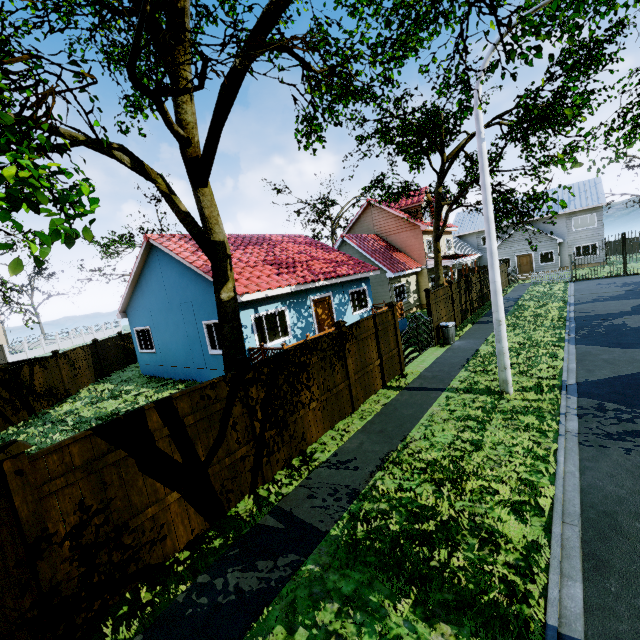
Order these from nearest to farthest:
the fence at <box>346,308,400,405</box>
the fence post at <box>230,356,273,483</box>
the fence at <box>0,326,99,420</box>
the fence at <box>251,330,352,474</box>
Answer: the fence post at <box>230,356,273,483</box> → the fence at <box>251,330,352,474</box> → the fence at <box>346,308,400,405</box> → the fence at <box>0,326,99,420</box>

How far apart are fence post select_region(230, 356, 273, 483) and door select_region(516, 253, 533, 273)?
38.4 meters

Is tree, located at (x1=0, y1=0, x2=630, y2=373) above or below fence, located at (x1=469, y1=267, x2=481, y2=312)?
above

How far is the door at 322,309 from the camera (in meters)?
15.38

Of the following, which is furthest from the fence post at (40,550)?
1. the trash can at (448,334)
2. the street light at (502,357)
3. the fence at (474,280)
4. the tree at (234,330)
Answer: the fence at (474,280)

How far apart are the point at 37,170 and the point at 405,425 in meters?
7.9 m

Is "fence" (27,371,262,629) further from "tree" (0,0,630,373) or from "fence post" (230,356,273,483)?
"tree" (0,0,630,373)

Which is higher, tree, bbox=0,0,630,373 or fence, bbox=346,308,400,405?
tree, bbox=0,0,630,373
